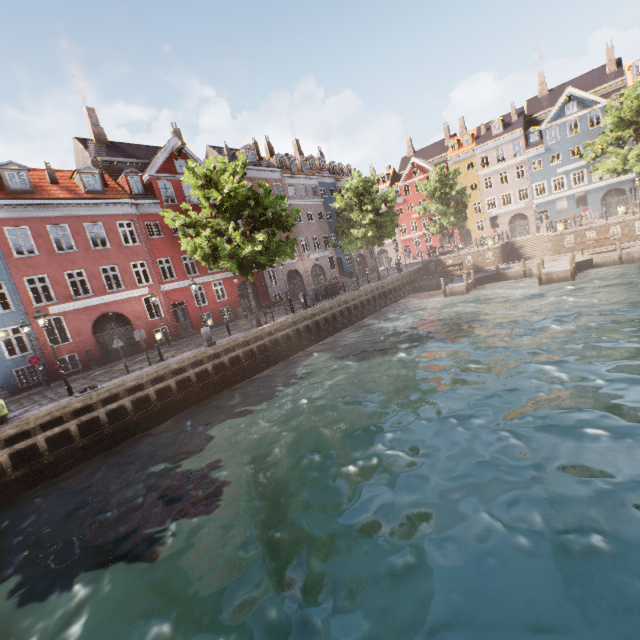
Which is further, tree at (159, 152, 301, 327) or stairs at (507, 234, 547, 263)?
stairs at (507, 234, 547, 263)

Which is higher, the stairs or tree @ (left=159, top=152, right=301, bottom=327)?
tree @ (left=159, top=152, right=301, bottom=327)

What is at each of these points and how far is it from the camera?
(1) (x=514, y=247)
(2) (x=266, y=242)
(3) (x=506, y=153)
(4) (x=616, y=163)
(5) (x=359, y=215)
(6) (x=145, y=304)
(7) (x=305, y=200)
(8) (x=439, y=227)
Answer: (1) stairs, 33.8m
(2) tree, 18.1m
(3) building, 44.0m
(4) tree, 28.2m
(5) tree, 30.4m
(6) building, 27.7m
(7) building, 37.0m
(8) tree, 40.5m

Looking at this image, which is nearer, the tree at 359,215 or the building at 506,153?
the tree at 359,215

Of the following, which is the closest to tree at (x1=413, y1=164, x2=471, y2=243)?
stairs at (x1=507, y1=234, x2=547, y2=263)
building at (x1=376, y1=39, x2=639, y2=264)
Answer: building at (x1=376, y1=39, x2=639, y2=264)

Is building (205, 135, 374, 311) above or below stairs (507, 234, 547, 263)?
above

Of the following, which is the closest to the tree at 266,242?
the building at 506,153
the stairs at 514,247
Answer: the building at 506,153
